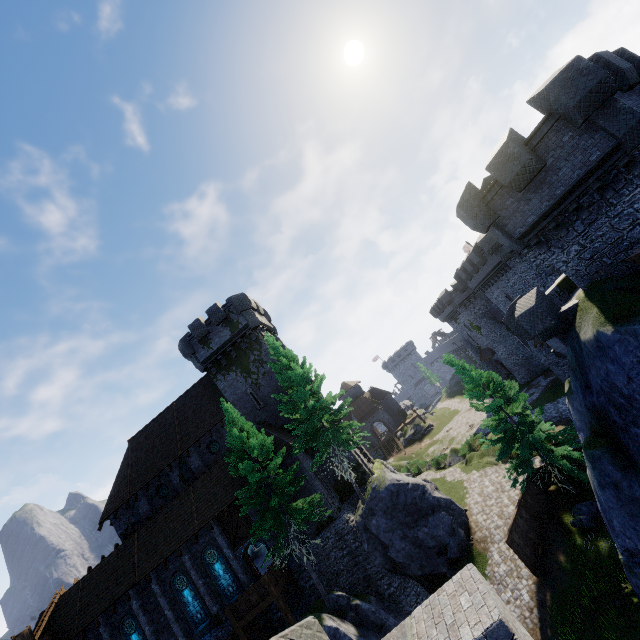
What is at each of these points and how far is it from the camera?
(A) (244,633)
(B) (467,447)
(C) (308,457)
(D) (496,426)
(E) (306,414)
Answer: (A) walkway, 19.5m
(B) bush, 32.4m
(C) building, 26.3m
(D) tree, 21.1m
(E) tree, 21.3m

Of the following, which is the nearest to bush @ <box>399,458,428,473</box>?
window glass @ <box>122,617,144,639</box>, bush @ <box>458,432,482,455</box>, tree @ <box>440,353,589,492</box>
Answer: bush @ <box>458,432,482,455</box>

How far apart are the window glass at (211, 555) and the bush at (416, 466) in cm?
2180

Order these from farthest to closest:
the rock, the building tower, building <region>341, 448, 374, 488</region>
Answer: building <region>341, 448, 374, 488</region>
the rock
the building tower

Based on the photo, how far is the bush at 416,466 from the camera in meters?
37.8

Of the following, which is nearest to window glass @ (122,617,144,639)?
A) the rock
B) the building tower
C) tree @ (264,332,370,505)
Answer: tree @ (264,332,370,505)

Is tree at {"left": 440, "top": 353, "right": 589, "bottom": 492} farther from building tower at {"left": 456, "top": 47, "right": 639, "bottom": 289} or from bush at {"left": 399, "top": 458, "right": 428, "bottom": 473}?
bush at {"left": 399, "top": 458, "right": 428, "bottom": 473}

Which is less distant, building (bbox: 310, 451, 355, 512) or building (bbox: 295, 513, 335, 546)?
building (bbox: 295, 513, 335, 546)
